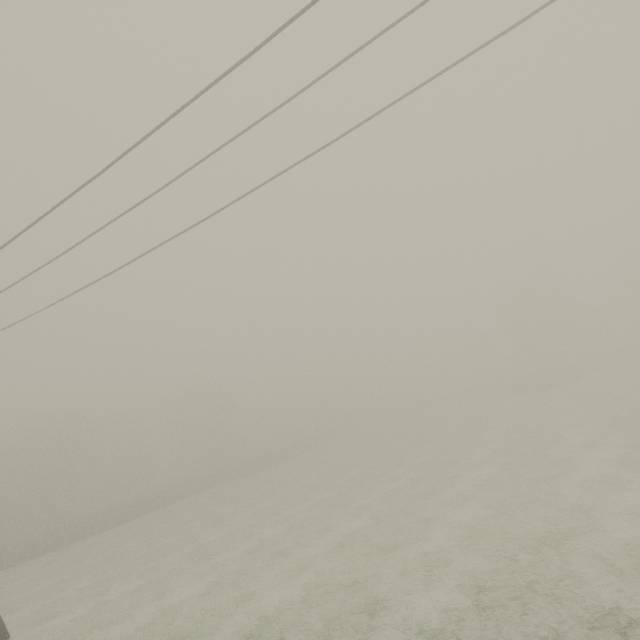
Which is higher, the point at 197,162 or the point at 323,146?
the point at 197,162
